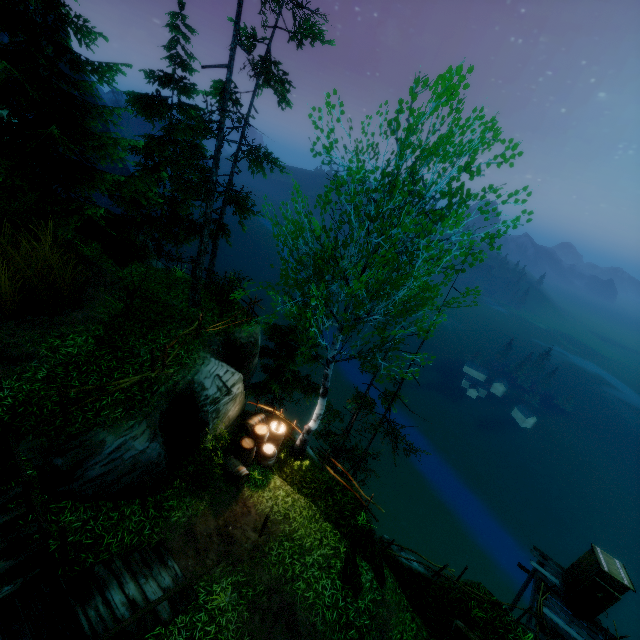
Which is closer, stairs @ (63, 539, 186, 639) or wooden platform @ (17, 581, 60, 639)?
wooden platform @ (17, 581, 60, 639)

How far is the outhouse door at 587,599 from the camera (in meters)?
13.09

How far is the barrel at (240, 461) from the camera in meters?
11.2 m

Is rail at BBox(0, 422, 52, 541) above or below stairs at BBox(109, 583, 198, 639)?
above

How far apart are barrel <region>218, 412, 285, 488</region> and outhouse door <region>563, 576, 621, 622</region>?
14.1 meters

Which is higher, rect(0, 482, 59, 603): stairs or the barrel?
rect(0, 482, 59, 603): stairs

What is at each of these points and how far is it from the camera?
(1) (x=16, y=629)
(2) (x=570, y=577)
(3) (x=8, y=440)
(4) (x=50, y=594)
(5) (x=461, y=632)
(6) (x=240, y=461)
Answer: (1) wooden platform, 5.8 meters
(2) outhouse, 14.5 meters
(3) rail, 6.4 meters
(4) wooden platform, 6.2 meters
(5) log, 11.1 meters
(6) barrel, 11.8 meters

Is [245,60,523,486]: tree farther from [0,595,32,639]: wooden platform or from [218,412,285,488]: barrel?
[0,595,32,639]: wooden platform
